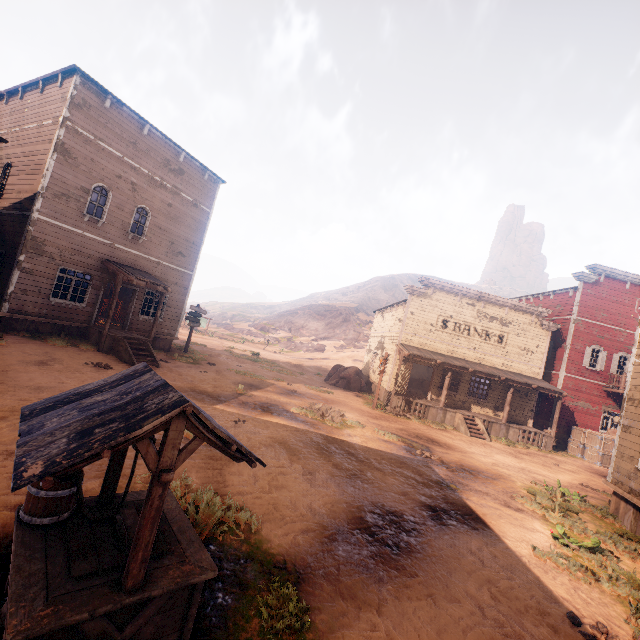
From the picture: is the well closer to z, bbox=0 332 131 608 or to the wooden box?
z, bbox=0 332 131 608

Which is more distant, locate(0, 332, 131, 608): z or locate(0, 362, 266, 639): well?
locate(0, 332, 131, 608): z

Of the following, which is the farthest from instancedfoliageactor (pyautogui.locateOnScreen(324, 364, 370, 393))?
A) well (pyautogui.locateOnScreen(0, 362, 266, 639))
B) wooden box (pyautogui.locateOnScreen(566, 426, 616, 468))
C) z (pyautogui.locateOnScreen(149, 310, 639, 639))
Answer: well (pyautogui.locateOnScreen(0, 362, 266, 639))

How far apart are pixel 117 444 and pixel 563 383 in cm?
2682

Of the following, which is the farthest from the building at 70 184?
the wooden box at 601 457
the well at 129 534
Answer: the well at 129 534

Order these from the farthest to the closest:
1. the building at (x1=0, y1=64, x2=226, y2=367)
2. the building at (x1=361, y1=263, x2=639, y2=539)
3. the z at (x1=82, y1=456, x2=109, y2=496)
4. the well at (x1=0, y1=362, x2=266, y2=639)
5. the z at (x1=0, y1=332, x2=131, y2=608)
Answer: the building at (x1=0, y1=64, x2=226, y2=367) < the building at (x1=361, y1=263, x2=639, y2=539) < the z at (x1=82, y1=456, x2=109, y2=496) < the z at (x1=0, y1=332, x2=131, y2=608) < the well at (x1=0, y1=362, x2=266, y2=639)

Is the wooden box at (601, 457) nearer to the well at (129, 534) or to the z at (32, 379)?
the z at (32, 379)

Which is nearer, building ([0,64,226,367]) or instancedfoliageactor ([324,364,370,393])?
building ([0,64,226,367])
